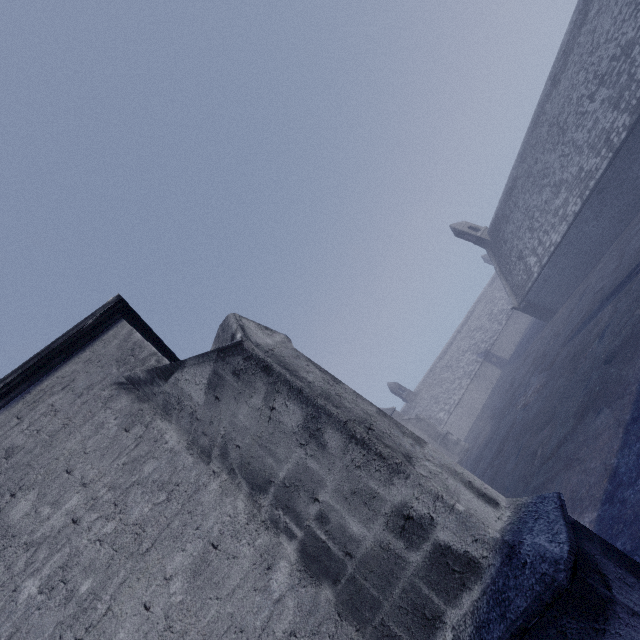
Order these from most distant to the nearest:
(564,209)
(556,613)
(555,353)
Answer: A: (564,209), (555,353), (556,613)
